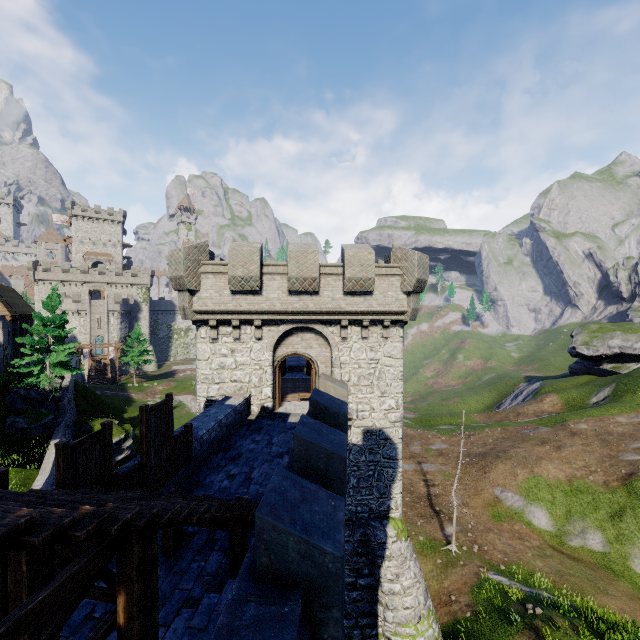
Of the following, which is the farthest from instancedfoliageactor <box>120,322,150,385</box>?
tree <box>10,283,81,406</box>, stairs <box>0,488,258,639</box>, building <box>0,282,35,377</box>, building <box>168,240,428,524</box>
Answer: stairs <box>0,488,258,639</box>

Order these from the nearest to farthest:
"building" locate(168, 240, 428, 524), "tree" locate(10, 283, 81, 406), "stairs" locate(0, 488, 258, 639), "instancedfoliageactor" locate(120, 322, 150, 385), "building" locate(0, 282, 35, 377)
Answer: "stairs" locate(0, 488, 258, 639) → "building" locate(168, 240, 428, 524) → "tree" locate(10, 283, 81, 406) → "building" locate(0, 282, 35, 377) → "instancedfoliageactor" locate(120, 322, 150, 385)

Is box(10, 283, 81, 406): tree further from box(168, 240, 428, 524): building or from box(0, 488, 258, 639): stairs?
box(0, 488, 258, 639): stairs

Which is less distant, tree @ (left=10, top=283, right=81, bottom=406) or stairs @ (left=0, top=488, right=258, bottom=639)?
stairs @ (left=0, top=488, right=258, bottom=639)

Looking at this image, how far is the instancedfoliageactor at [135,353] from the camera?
57.8 meters

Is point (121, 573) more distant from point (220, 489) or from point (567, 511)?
point (567, 511)

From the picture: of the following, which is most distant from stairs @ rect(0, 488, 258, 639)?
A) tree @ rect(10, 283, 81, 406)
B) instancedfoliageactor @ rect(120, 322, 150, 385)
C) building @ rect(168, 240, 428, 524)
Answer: instancedfoliageactor @ rect(120, 322, 150, 385)

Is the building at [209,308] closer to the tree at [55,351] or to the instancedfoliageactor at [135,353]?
the tree at [55,351]
